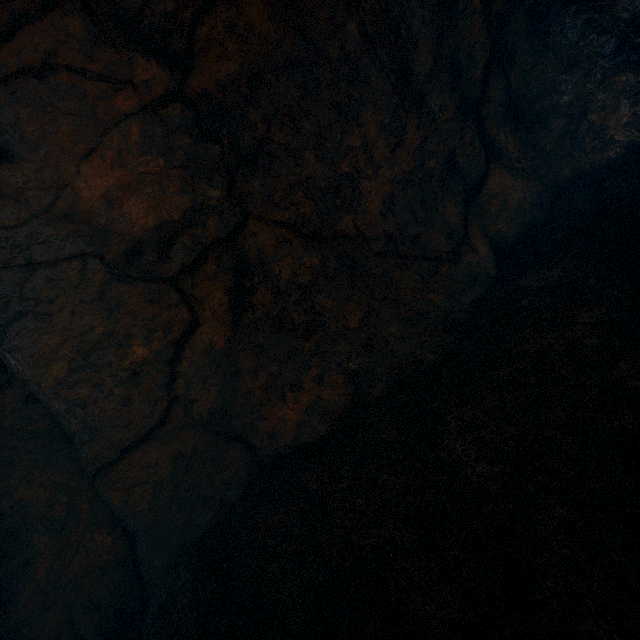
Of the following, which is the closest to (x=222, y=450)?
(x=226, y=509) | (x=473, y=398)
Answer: (x=226, y=509)
